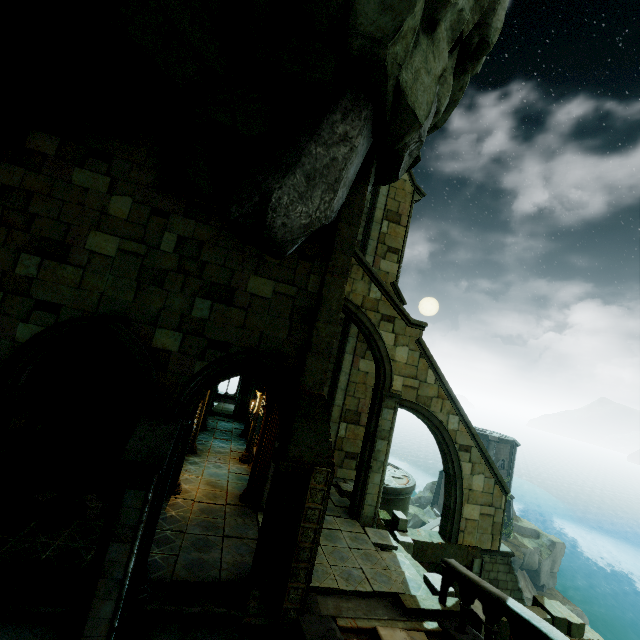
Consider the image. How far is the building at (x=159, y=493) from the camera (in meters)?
6.09

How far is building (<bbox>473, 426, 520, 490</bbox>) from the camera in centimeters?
3416cm

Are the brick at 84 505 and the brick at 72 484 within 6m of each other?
yes

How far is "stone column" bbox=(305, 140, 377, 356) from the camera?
7.3m

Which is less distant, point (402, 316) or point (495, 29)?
point (495, 29)

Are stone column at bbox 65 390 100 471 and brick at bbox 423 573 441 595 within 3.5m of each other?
no

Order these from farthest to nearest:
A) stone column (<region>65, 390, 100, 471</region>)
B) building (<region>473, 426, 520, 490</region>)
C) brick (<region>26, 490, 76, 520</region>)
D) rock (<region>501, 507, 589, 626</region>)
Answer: building (<region>473, 426, 520, 490</region>) → rock (<region>501, 507, 589, 626</region>) → stone column (<region>65, 390, 100, 471</region>) → brick (<region>26, 490, 76, 520</region>)

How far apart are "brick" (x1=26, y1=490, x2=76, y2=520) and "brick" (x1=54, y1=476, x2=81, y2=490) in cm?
62
